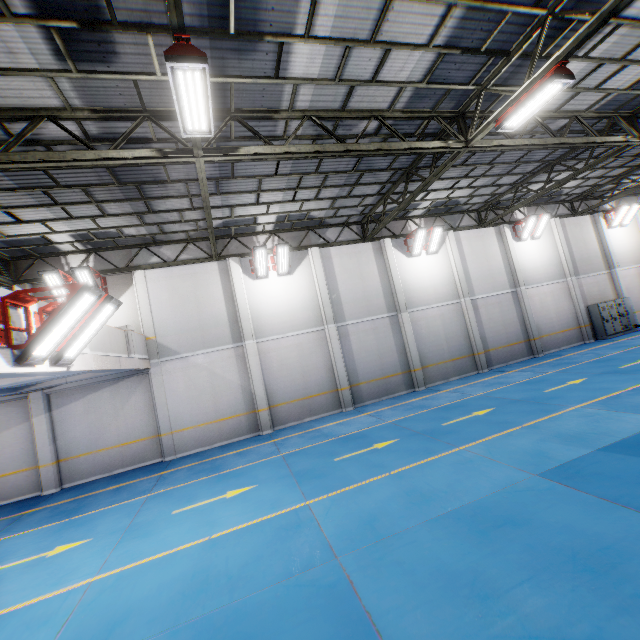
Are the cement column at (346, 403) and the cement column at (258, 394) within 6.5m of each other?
yes

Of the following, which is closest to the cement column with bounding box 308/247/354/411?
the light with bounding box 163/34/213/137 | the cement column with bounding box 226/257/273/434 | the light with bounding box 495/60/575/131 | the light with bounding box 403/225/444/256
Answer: the cement column with bounding box 226/257/273/434

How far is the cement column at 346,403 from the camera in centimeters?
1507cm

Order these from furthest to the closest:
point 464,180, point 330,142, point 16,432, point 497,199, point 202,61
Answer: point 497,199 < point 464,180 < point 16,432 < point 330,142 < point 202,61

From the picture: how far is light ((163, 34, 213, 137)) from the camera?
4.7m

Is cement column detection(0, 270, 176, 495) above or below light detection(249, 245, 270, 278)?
below

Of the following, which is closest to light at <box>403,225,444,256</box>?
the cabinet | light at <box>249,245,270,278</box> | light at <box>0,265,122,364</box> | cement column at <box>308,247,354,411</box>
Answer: cement column at <box>308,247,354,411</box>

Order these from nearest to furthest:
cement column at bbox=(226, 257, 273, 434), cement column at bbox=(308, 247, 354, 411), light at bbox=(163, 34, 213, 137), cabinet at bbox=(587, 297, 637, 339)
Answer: light at bbox=(163, 34, 213, 137), cement column at bbox=(226, 257, 273, 434), cement column at bbox=(308, 247, 354, 411), cabinet at bbox=(587, 297, 637, 339)
